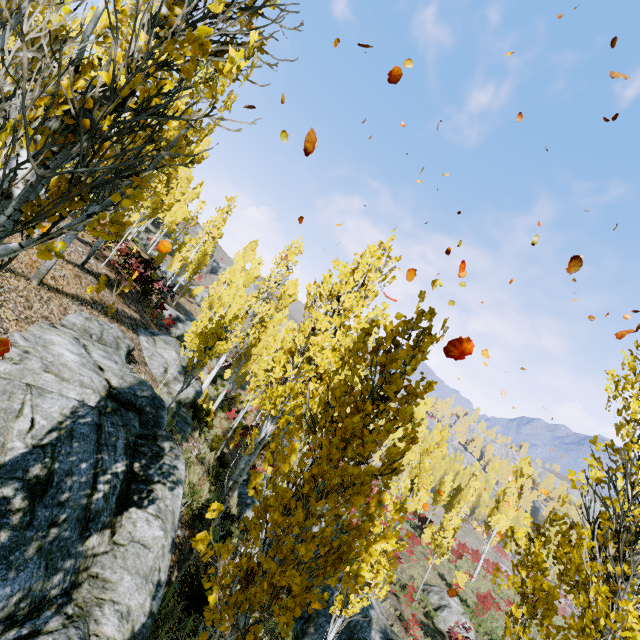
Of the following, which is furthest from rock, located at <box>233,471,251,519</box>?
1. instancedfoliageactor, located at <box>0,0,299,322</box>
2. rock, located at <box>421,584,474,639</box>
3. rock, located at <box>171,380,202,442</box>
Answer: rock, located at <box>421,584,474,639</box>

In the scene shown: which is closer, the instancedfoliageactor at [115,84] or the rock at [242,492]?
the instancedfoliageactor at [115,84]

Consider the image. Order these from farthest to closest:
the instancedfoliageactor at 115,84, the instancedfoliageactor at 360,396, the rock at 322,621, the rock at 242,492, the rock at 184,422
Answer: the rock at 242,492 < the rock at 184,422 < the rock at 322,621 < the instancedfoliageactor at 360,396 < the instancedfoliageactor at 115,84

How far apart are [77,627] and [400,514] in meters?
26.5

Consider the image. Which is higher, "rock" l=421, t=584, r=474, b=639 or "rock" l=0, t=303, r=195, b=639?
"rock" l=0, t=303, r=195, b=639

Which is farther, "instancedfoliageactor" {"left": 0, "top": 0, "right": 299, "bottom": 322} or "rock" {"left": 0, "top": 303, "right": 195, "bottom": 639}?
"rock" {"left": 0, "top": 303, "right": 195, "bottom": 639}

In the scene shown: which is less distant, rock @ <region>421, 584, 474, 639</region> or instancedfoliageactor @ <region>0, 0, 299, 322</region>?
instancedfoliageactor @ <region>0, 0, 299, 322</region>

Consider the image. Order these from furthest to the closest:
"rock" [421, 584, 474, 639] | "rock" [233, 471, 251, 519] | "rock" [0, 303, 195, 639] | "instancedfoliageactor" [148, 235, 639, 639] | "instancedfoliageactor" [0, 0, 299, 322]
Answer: "rock" [421, 584, 474, 639], "rock" [233, 471, 251, 519], "rock" [0, 303, 195, 639], "instancedfoliageactor" [148, 235, 639, 639], "instancedfoliageactor" [0, 0, 299, 322]
